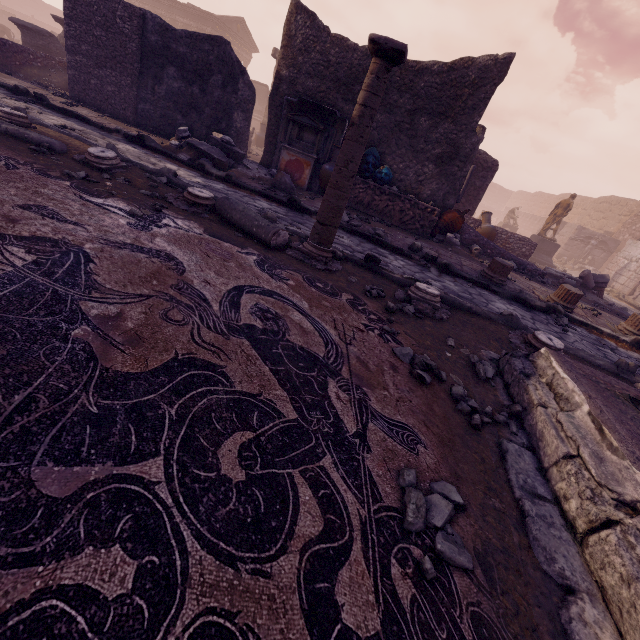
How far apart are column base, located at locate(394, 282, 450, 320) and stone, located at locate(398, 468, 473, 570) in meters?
2.6 m

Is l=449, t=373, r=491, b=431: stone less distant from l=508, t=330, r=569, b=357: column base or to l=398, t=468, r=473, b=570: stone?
l=398, t=468, r=473, b=570: stone

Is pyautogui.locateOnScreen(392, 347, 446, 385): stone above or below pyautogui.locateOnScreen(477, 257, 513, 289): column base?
below

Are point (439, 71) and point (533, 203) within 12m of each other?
no

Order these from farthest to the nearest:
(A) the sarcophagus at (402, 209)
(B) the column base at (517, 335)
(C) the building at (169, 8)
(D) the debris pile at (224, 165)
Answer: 1. (C) the building at (169, 8)
2. (A) the sarcophagus at (402, 209)
3. (D) the debris pile at (224, 165)
4. (B) the column base at (517, 335)

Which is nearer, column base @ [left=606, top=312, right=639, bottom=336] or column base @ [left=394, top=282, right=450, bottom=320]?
column base @ [left=394, top=282, right=450, bottom=320]

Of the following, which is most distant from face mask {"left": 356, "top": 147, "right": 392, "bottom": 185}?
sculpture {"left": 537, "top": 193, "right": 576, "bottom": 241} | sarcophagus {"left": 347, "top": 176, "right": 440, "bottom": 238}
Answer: sculpture {"left": 537, "top": 193, "right": 576, "bottom": 241}

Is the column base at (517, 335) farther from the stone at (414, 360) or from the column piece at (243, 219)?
the column piece at (243, 219)
